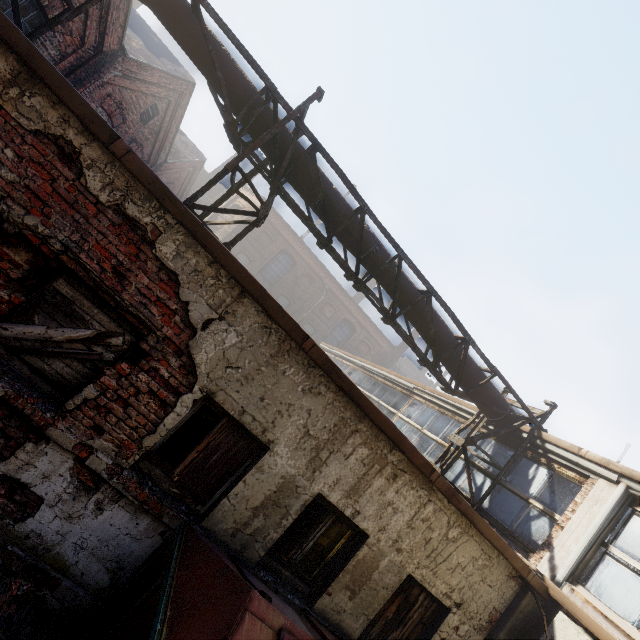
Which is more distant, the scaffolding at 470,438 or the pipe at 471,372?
the pipe at 471,372

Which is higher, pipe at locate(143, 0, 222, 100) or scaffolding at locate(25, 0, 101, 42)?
pipe at locate(143, 0, 222, 100)

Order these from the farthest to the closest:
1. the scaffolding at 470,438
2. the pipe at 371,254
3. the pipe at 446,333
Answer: the pipe at 446,333 < the pipe at 371,254 < the scaffolding at 470,438

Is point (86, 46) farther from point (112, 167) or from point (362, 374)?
point (362, 374)

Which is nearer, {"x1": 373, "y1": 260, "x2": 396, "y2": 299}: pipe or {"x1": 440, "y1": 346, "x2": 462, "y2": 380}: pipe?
{"x1": 373, "y1": 260, "x2": 396, "y2": 299}: pipe

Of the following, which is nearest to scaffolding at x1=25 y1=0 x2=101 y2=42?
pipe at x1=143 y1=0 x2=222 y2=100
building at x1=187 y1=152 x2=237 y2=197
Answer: pipe at x1=143 y1=0 x2=222 y2=100

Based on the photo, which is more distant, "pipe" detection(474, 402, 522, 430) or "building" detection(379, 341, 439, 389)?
"building" detection(379, 341, 439, 389)

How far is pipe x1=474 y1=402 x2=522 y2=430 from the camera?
7.54m
